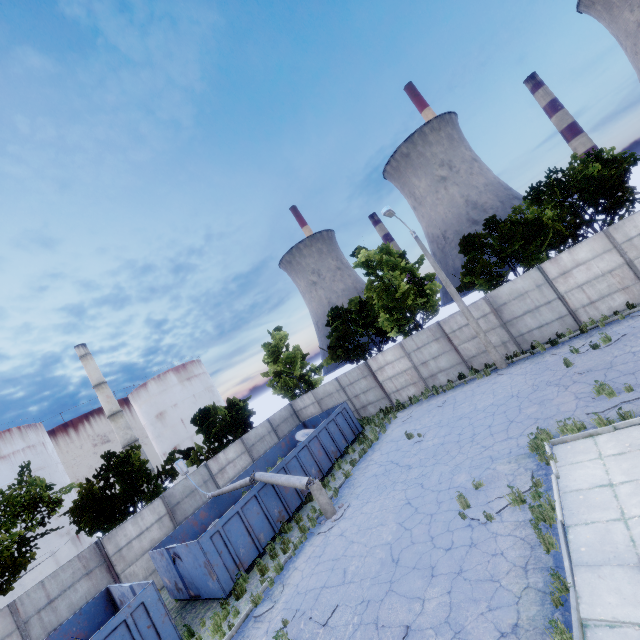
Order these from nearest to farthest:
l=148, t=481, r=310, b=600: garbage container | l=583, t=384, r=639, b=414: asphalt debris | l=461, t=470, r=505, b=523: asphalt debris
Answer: l=461, t=470, r=505, b=523: asphalt debris, l=583, t=384, r=639, b=414: asphalt debris, l=148, t=481, r=310, b=600: garbage container

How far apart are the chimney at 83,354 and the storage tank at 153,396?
5.8 meters

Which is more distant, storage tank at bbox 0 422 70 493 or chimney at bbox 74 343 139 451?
chimney at bbox 74 343 139 451

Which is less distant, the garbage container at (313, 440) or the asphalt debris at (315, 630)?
the asphalt debris at (315, 630)

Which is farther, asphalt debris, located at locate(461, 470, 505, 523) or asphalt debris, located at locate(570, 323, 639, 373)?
asphalt debris, located at locate(570, 323, 639, 373)

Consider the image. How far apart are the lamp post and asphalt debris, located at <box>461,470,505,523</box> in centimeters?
560cm

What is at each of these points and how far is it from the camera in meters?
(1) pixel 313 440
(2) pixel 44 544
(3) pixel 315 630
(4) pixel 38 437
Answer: (1) garbage container, 17.4 m
(2) storage tank, 33.7 m
(3) asphalt debris, 7.6 m
(4) storage tank, 39.1 m

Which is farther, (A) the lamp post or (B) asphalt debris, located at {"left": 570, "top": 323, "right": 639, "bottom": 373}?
(A) the lamp post
